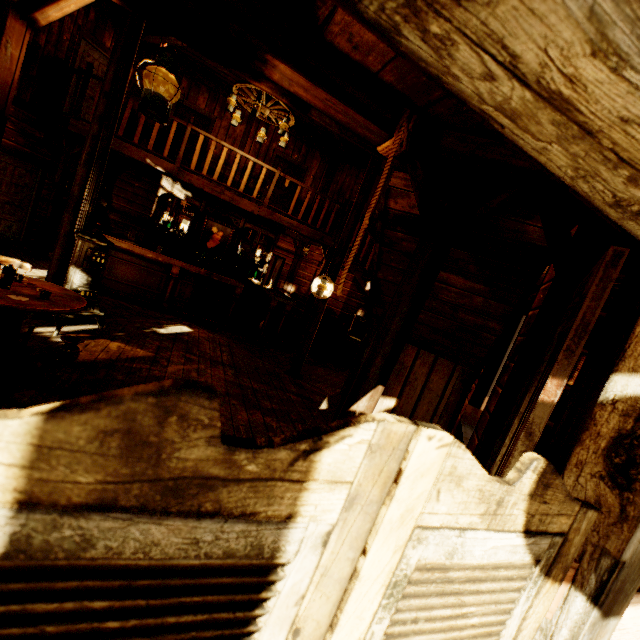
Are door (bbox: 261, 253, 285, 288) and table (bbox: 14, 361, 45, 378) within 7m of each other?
no

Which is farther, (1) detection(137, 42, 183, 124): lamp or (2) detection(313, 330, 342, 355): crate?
(2) detection(313, 330, 342, 355): crate

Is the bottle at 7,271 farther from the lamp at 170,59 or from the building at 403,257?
Result: the lamp at 170,59

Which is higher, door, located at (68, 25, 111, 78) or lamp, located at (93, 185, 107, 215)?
door, located at (68, 25, 111, 78)

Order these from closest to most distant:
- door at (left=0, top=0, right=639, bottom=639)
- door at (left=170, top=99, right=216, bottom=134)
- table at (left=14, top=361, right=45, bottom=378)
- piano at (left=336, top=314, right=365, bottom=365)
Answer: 1. door at (left=0, top=0, right=639, bottom=639)
2. table at (left=14, top=361, right=45, bottom=378)
3. piano at (left=336, top=314, right=365, bottom=365)
4. door at (left=170, top=99, right=216, bottom=134)

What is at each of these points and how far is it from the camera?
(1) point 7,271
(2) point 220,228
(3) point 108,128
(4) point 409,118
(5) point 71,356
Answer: (1) bottle, 2.6m
(2) picture, 8.8m
(3) furnace, 4.2m
(4) rope, 2.0m
(5) spittoon, 3.4m

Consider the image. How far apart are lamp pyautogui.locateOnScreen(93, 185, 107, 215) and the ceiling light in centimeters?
340cm

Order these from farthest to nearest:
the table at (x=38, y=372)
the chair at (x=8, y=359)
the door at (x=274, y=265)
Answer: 1. the door at (x=274, y=265)
2. the table at (x=38, y=372)
3. the chair at (x=8, y=359)
